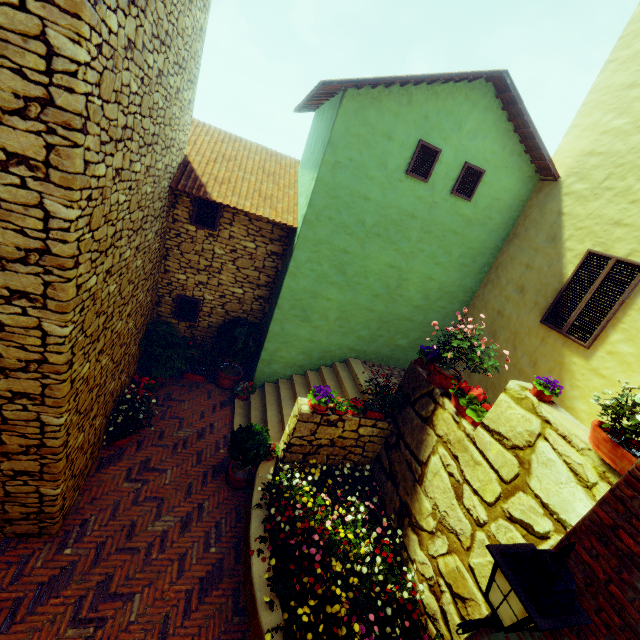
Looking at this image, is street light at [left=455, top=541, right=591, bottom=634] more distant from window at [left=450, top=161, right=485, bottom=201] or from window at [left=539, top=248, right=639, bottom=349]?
window at [left=539, top=248, right=639, bottom=349]

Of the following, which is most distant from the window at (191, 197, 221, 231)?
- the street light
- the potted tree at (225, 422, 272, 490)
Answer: the street light

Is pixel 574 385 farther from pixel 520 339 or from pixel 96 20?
pixel 96 20

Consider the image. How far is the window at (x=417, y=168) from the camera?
6.84m

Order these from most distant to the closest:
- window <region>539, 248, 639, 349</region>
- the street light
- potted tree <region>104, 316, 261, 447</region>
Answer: potted tree <region>104, 316, 261, 447</region>, window <region>539, 248, 639, 349</region>, the street light

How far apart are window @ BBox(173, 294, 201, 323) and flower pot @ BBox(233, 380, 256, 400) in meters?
2.0 m

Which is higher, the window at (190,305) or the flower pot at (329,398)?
the flower pot at (329,398)

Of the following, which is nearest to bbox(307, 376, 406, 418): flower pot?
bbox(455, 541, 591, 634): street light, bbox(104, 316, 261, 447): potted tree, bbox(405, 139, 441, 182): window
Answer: bbox(104, 316, 261, 447): potted tree
